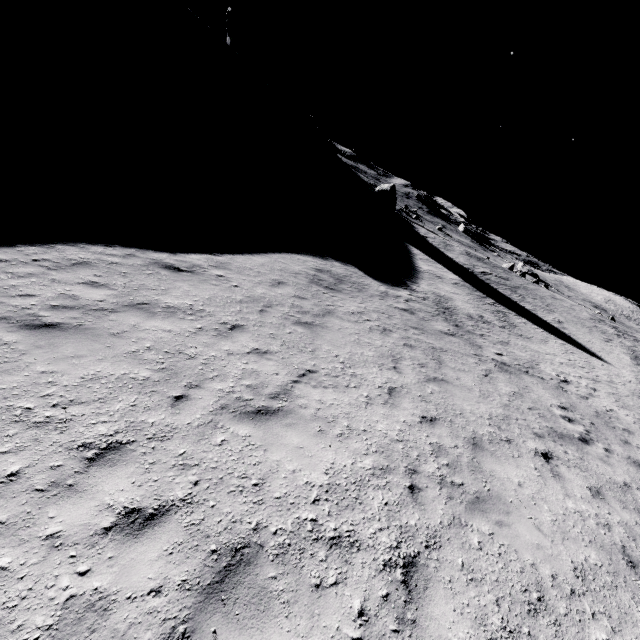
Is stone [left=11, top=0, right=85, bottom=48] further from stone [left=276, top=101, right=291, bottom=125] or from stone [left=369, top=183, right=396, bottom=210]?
stone [left=369, top=183, right=396, bottom=210]

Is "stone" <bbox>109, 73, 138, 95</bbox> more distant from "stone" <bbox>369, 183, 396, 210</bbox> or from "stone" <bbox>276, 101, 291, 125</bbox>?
"stone" <bbox>369, 183, 396, 210</bbox>

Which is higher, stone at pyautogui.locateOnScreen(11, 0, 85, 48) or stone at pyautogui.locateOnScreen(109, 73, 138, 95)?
stone at pyautogui.locateOnScreen(11, 0, 85, 48)

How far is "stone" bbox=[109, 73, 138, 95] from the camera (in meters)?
35.26

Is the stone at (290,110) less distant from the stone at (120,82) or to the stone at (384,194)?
the stone at (384,194)

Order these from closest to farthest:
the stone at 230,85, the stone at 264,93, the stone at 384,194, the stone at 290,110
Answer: the stone at 230,85 < the stone at 384,194 < the stone at 264,93 < the stone at 290,110

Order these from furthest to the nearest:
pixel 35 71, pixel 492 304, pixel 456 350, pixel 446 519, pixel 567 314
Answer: pixel 567 314 < pixel 35 71 < pixel 492 304 < pixel 456 350 < pixel 446 519

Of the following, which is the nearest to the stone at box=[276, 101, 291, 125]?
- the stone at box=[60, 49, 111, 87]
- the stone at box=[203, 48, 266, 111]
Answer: the stone at box=[203, 48, 266, 111]
